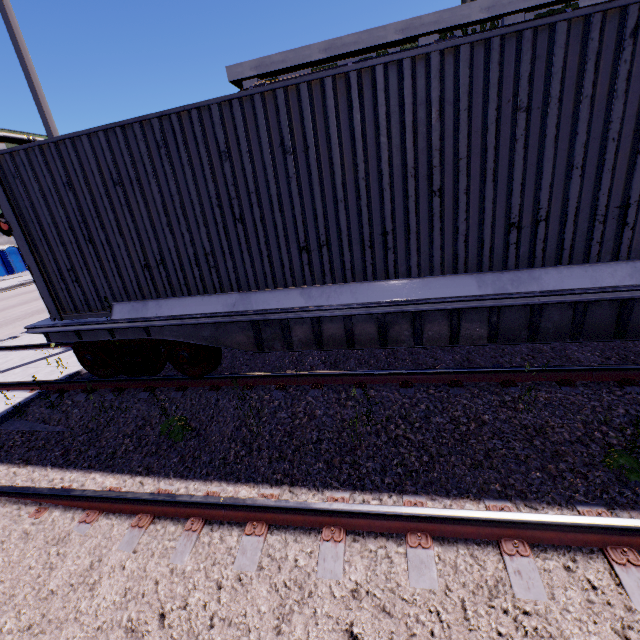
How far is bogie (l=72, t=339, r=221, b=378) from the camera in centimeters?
533cm

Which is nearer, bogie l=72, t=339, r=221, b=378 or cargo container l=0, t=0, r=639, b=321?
cargo container l=0, t=0, r=639, b=321

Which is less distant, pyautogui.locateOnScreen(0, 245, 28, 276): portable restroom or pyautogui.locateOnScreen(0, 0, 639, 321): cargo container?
pyautogui.locateOnScreen(0, 0, 639, 321): cargo container

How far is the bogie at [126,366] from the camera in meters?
5.3 m

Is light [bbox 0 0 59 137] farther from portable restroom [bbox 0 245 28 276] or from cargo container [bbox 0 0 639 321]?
portable restroom [bbox 0 245 28 276]

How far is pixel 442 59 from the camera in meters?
3.3 m

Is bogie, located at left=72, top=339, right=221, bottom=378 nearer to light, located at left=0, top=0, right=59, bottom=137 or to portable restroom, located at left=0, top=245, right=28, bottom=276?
light, located at left=0, top=0, right=59, bottom=137

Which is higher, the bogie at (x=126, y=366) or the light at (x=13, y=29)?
the light at (x=13, y=29)
